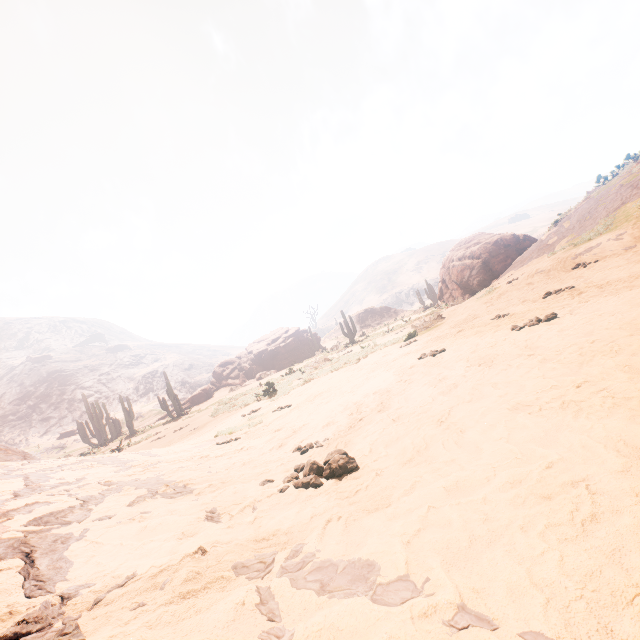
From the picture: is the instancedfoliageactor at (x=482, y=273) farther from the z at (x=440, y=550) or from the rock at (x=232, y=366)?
the z at (x=440, y=550)

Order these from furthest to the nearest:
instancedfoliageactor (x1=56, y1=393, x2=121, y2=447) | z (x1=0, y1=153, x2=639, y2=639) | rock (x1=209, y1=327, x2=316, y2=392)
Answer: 1. rock (x1=209, y1=327, x2=316, y2=392)
2. instancedfoliageactor (x1=56, y1=393, x2=121, y2=447)
3. z (x1=0, y1=153, x2=639, y2=639)

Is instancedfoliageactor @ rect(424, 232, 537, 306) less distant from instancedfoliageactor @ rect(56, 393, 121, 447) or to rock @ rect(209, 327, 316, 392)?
rock @ rect(209, 327, 316, 392)

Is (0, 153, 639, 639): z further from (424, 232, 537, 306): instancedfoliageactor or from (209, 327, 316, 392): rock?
(209, 327, 316, 392): rock

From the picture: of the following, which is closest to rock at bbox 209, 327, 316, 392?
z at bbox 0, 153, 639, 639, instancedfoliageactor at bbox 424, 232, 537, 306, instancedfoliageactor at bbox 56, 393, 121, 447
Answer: instancedfoliageactor at bbox 424, 232, 537, 306

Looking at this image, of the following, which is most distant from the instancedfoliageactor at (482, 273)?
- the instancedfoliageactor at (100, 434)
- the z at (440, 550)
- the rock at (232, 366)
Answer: the instancedfoliageactor at (100, 434)

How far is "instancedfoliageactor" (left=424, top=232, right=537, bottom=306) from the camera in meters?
20.8

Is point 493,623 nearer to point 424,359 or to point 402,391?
point 402,391
